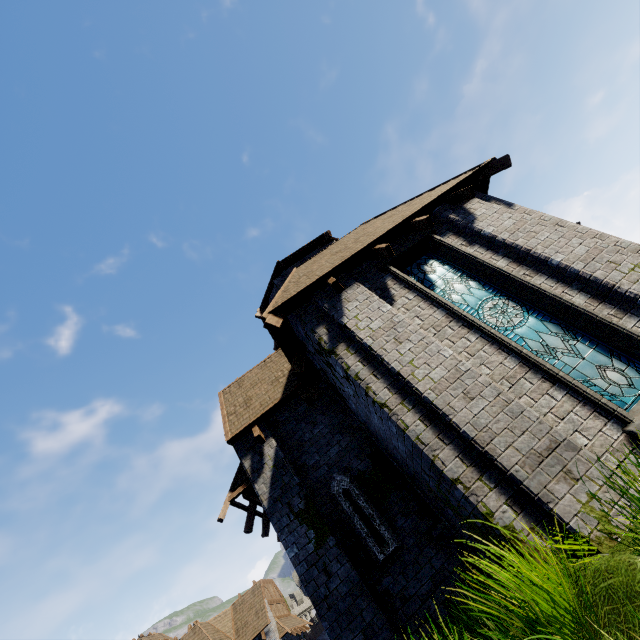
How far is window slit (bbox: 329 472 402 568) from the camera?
6.5 meters

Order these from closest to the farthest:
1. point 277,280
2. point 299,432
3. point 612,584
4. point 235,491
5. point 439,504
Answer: point 612,584 < point 439,504 < point 235,491 < point 299,432 < point 277,280

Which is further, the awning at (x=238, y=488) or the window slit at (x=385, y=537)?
the awning at (x=238, y=488)

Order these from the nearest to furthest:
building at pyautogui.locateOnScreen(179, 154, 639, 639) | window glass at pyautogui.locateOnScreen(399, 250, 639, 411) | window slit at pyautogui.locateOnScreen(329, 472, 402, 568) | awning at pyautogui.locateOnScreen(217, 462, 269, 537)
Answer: building at pyautogui.locateOnScreen(179, 154, 639, 639) → window glass at pyautogui.locateOnScreen(399, 250, 639, 411) → window slit at pyautogui.locateOnScreen(329, 472, 402, 568) → awning at pyautogui.locateOnScreen(217, 462, 269, 537)

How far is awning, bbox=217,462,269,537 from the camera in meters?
7.9

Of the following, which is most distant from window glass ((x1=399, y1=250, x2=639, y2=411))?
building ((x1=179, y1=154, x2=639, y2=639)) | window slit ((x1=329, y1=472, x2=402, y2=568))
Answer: window slit ((x1=329, y1=472, x2=402, y2=568))

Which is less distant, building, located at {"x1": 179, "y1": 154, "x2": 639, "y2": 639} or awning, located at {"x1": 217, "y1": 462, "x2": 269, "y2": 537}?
building, located at {"x1": 179, "y1": 154, "x2": 639, "y2": 639}

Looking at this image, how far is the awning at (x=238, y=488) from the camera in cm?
794
